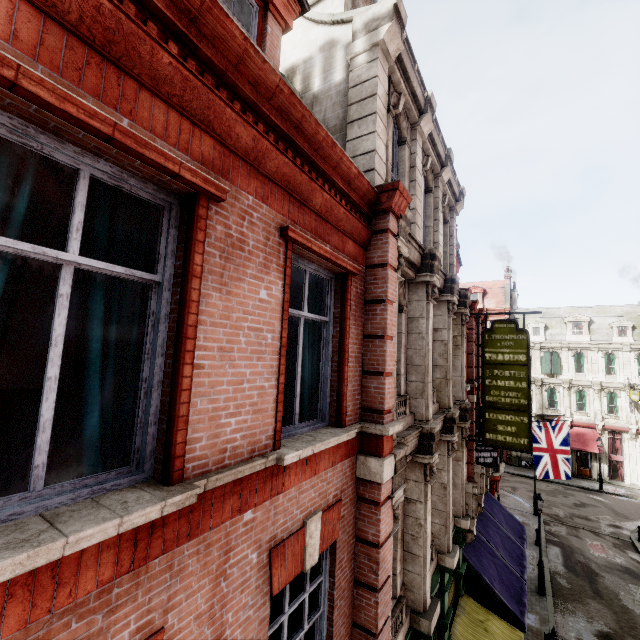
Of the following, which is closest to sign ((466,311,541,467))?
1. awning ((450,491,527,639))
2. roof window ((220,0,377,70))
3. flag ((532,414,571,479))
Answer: awning ((450,491,527,639))

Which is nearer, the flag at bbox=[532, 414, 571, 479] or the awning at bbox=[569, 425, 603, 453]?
the flag at bbox=[532, 414, 571, 479]

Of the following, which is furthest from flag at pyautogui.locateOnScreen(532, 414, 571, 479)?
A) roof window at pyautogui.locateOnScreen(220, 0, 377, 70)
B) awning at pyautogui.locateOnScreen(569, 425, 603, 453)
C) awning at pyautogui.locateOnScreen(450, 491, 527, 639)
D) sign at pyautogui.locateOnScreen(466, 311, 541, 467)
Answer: roof window at pyautogui.locateOnScreen(220, 0, 377, 70)

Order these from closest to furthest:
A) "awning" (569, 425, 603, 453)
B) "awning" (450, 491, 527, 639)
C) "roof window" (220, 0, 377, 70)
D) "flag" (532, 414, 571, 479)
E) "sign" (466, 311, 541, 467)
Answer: "roof window" (220, 0, 377, 70) → "awning" (450, 491, 527, 639) → "sign" (466, 311, 541, 467) → "flag" (532, 414, 571, 479) → "awning" (569, 425, 603, 453)

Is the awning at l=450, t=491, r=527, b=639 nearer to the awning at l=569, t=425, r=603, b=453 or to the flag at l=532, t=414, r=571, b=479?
the flag at l=532, t=414, r=571, b=479

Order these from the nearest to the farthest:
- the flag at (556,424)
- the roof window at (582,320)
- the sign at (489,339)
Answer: the sign at (489,339) < the flag at (556,424) < the roof window at (582,320)

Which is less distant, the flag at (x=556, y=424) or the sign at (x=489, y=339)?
the sign at (x=489, y=339)

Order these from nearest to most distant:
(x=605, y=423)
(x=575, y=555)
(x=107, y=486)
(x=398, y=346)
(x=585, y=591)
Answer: (x=107, y=486) → (x=398, y=346) → (x=585, y=591) → (x=575, y=555) → (x=605, y=423)
